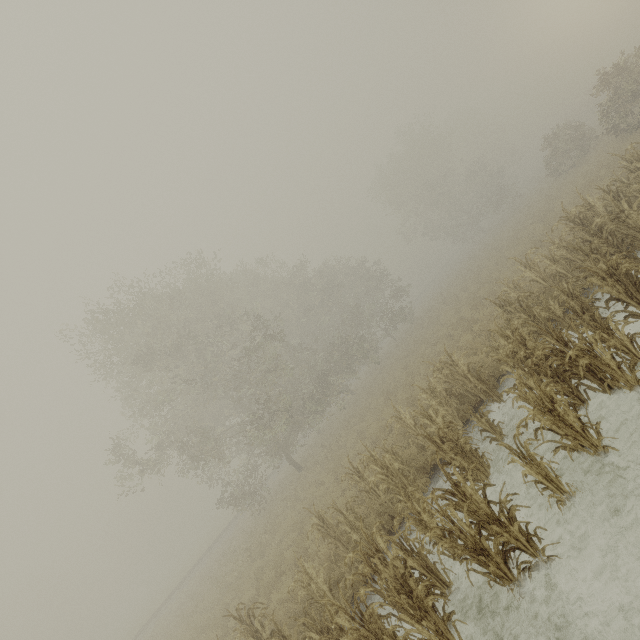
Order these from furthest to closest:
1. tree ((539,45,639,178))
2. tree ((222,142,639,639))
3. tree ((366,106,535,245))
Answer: tree ((366,106,535,245)) → tree ((539,45,639,178)) → tree ((222,142,639,639))

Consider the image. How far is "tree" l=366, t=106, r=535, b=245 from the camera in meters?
38.5

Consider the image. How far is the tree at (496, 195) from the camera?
38.5m

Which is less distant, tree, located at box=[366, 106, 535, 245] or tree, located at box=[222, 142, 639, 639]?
tree, located at box=[222, 142, 639, 639]

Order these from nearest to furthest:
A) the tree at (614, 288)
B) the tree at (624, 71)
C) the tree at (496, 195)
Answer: the tree at (614, 288), the tree at (624, 71), the tree at (496, 195)

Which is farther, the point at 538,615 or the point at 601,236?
the point at 601,236

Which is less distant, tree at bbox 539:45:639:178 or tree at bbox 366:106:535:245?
tree at bbox 539:45:639:178
